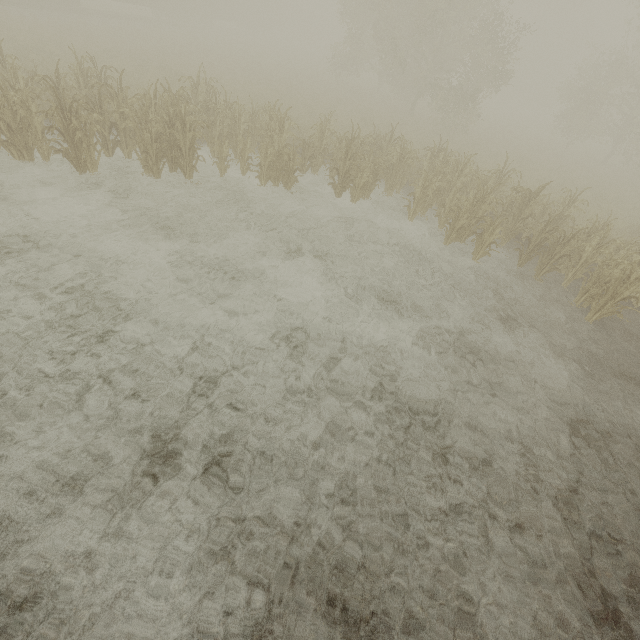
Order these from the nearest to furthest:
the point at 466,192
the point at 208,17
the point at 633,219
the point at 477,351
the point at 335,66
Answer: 1. the point at 477,351
2. the point at 466,192
3. the point at 633,219
4. the point at 208,17
5. the point at 335,66
